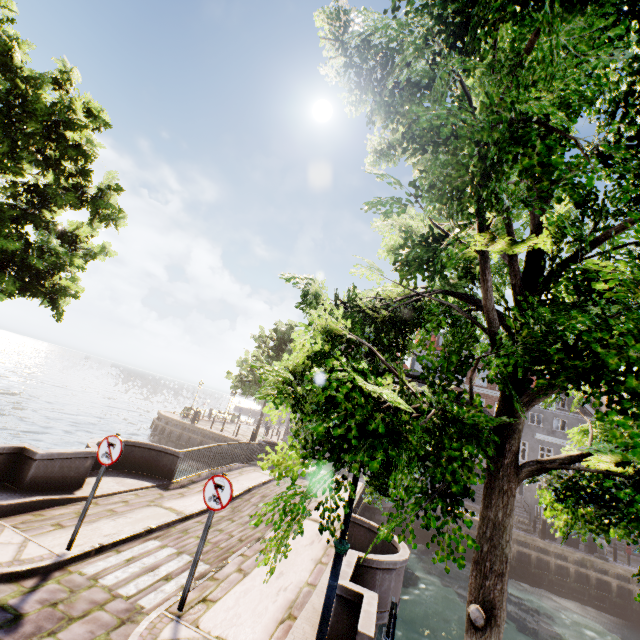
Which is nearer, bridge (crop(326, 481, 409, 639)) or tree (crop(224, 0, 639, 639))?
tree (crop(224, 0, 639, 639))

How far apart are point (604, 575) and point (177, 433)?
29.8 meters

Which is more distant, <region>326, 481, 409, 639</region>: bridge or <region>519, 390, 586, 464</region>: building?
<region>519, 390, 586, 464</region>: building

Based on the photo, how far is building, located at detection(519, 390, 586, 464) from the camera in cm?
2917

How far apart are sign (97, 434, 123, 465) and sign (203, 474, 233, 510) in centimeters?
188cm

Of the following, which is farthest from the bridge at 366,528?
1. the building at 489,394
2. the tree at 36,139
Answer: the building at 489,394

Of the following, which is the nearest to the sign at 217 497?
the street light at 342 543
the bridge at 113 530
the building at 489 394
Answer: the bridge at 113 530

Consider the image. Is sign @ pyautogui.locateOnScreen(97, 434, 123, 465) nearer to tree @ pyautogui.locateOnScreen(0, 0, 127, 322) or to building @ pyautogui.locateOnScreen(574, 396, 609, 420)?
tree @ pyautogui.locateOnScreen(0, 0, 127, 322)
